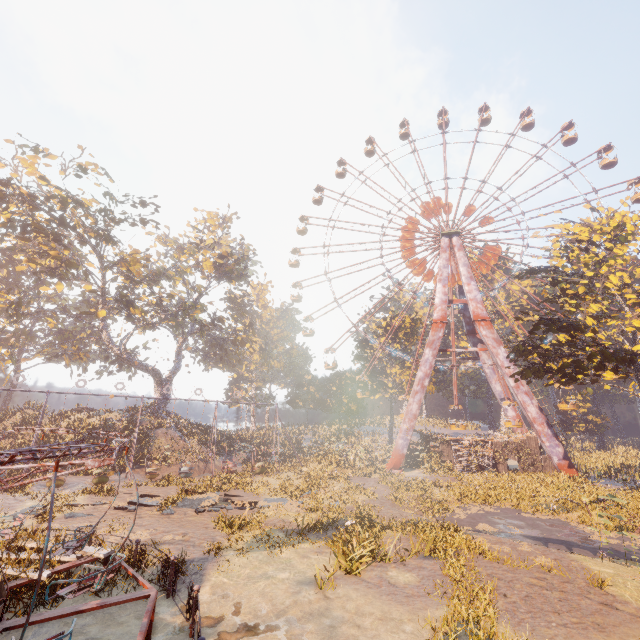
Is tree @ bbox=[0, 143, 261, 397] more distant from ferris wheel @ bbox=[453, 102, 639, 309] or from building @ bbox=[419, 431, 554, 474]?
ferris wheel @ bbox=[453, 102, 639, 309]

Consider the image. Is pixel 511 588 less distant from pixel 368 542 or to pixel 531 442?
pixel 368 542

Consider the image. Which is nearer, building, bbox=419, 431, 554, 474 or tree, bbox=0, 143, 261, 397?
tree, bbox=0, 143, 261, 397

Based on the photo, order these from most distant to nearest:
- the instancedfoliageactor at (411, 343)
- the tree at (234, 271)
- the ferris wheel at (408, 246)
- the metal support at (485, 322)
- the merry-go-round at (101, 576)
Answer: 1. the instancedfoliageactor at (411, 343)
2. the ferris wheel at (408, 246)
3. the metal support at (485, 322)
4. the tree at (234, 271)
5. the merry-go-round at (101, 576)

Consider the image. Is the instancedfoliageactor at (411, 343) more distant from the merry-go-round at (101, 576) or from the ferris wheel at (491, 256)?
the ferris wheel at (491, 256)

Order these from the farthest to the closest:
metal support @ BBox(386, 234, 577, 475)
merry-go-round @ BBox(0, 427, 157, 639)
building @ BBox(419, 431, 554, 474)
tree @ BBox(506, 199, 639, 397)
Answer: building @ BBox(419, 431, 554, 474) < metal support @ BBox(386, 234, 577, 475) < tree @ BBox(506, 199, 639, 397) < merry-go-round @ BBox(0, 427, 157, 639)

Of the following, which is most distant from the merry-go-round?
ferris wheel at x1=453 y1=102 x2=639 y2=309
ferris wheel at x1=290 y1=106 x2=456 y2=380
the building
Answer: ferris wheel at x1=453 y1=102 x2=639 y2=309

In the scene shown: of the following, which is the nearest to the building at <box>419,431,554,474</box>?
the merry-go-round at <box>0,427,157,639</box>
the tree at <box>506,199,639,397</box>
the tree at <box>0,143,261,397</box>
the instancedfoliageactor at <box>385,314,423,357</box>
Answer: the instancedfoliageactor at <box>385,314,423,357</box>
